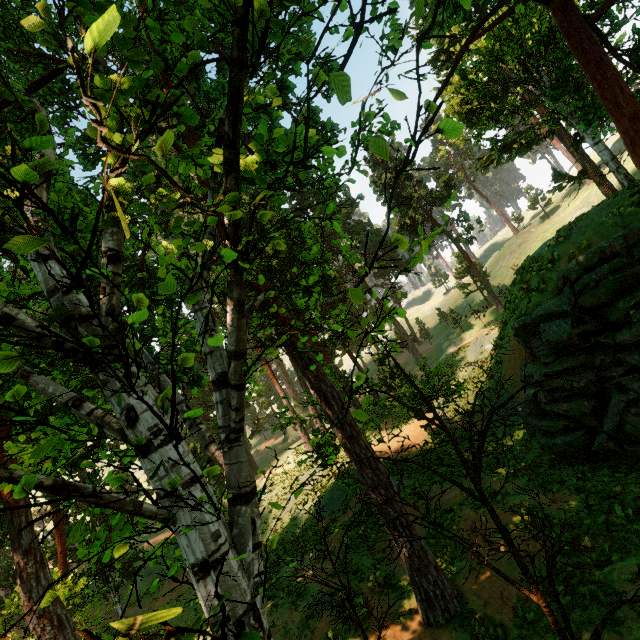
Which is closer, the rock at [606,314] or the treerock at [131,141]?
the treerock at [131,141]

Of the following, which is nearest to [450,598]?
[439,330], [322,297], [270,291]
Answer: [270,291]

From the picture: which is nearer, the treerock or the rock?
the treerock
